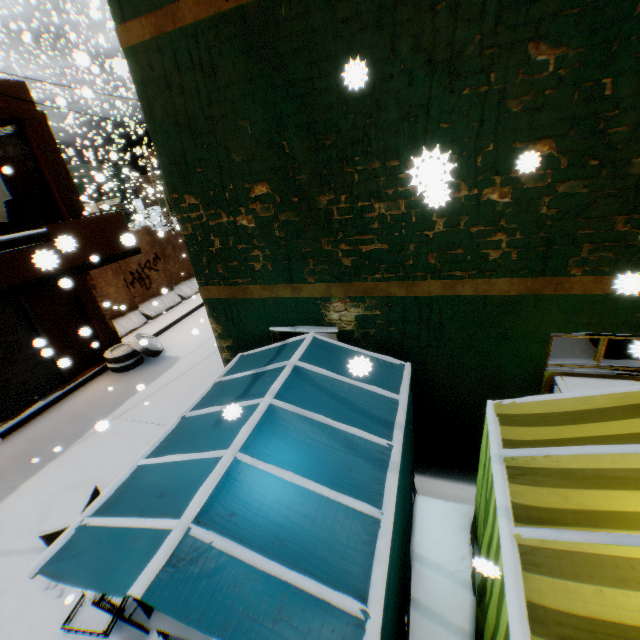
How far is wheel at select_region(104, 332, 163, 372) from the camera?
9.70m

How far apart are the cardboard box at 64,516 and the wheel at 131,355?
4.75m

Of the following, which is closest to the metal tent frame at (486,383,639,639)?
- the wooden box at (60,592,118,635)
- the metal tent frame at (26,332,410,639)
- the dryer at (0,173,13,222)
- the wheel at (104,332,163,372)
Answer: the metal tent frame at (26,332,410,639)

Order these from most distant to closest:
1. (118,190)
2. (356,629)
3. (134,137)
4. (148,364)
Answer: (118,190)
(134,137)
(148,364)
(356,629)

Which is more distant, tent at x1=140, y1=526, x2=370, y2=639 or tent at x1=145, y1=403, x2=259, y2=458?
tent at x1=145, y1=403, x2=259, y2=458

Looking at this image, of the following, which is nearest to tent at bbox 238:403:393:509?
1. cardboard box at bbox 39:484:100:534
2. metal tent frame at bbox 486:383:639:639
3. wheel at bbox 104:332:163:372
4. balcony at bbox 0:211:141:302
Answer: metal tent frame at bbox 486:383:639:639

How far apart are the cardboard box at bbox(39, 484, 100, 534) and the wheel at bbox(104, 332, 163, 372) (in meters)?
4.75
